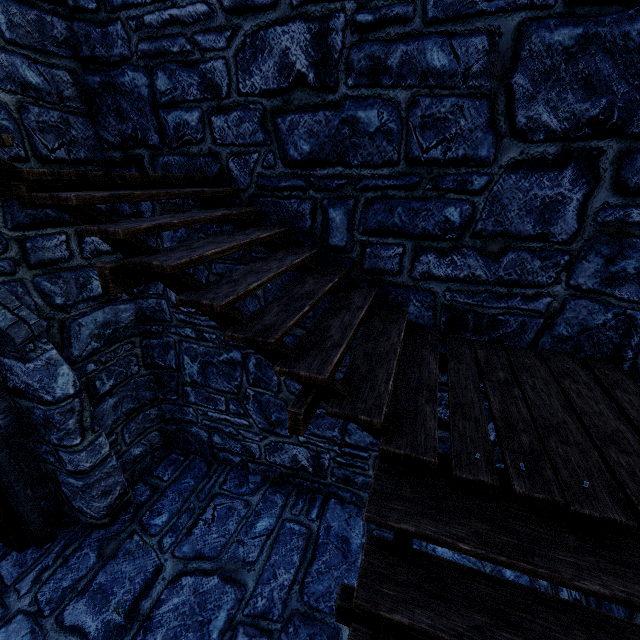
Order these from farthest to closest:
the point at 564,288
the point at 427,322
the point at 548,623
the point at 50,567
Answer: the point at 50,567 < the point at 427,322 < the point at 564,288 < the point at 548,623
